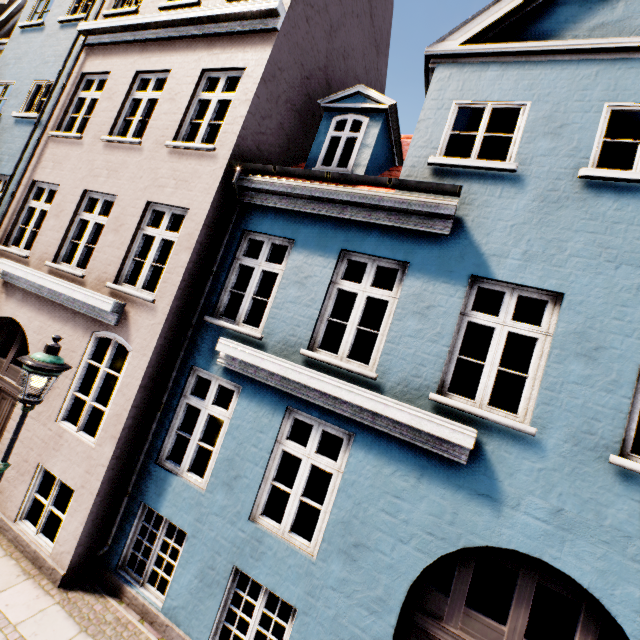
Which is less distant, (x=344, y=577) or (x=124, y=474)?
(x=344, y=577)
